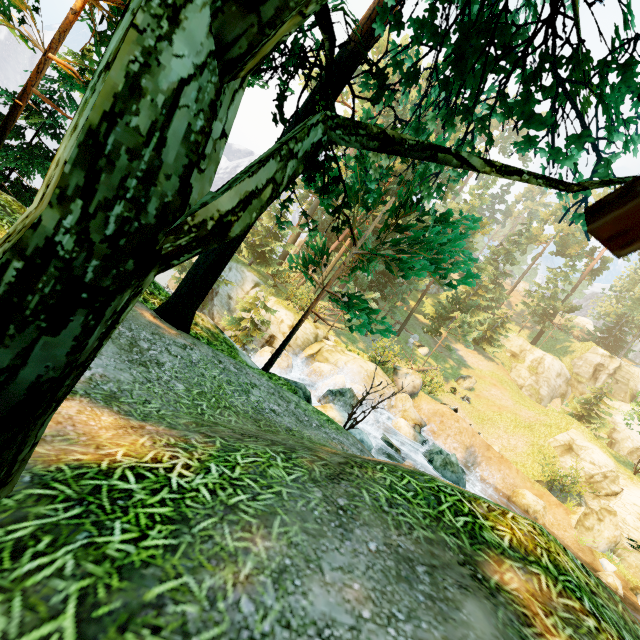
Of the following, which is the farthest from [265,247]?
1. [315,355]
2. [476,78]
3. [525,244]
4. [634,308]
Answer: [634,308]

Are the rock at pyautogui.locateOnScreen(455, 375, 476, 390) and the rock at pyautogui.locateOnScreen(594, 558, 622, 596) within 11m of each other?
no

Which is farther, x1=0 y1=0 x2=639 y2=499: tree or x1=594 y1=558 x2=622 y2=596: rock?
x1=594 y1=558 x2=622 y2=596: rock

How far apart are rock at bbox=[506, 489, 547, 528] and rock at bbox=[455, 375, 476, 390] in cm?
1162

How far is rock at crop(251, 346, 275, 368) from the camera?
19.5 meters

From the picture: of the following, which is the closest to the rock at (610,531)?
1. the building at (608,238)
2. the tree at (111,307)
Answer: the tree at (111,307)

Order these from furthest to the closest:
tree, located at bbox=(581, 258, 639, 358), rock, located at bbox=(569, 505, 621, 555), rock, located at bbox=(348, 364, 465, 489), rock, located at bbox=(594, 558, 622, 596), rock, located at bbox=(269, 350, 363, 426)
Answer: tree, located at bbox=(581, 258, 639, 358) < rock, located at bbox=(569, 505, 621, 555) < rock, located at bbox=(594, 558, 622, 596) < rock, located at bbox=(348, 364, 465, 489) < rock, located at bbox=(269, 350, 363, 426)

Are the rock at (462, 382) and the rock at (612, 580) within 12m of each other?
no
